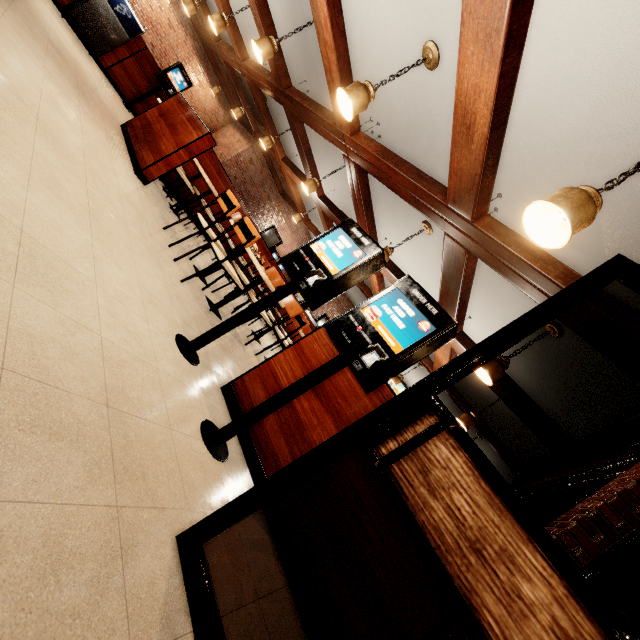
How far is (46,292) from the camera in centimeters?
140cm
